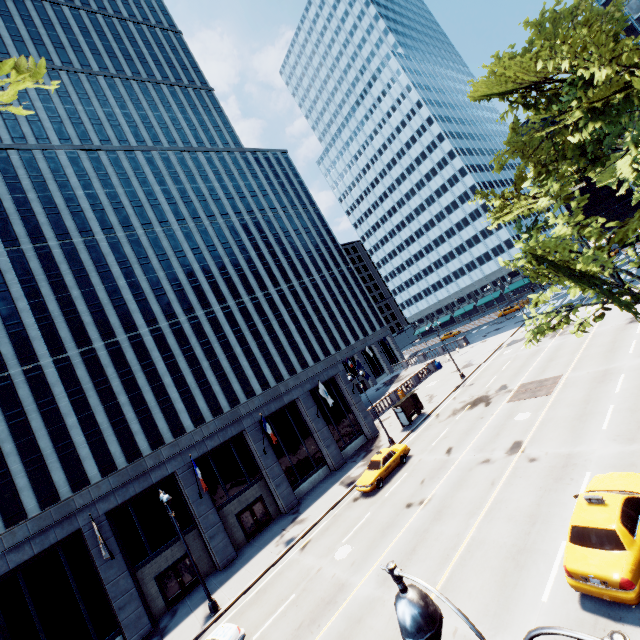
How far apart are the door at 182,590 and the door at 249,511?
3.5 meters

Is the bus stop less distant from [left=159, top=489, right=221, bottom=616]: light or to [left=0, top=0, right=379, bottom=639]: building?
[left=0, top=0, right=379, bottom=639]: building

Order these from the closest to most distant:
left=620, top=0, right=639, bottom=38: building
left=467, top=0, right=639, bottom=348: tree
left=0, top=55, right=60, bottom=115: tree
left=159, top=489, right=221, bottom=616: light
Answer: left=0, top=55, right=60, bottom=115: tree, left=467, top=0, right=639, bottom=348: tree, left=159, top=489, right=221, bottom=616: light, left=620, top=0, right=639, bottom=38: building

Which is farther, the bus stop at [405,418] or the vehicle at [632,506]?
the bus stop at [405,418]

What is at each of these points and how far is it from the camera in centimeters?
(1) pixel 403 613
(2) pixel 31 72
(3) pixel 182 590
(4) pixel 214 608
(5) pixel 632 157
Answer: (1) light, 307cm
(2) tree, 386cm
(3) door, 2222cm
(4) light, 1833cm
(5) tree, 1493cm

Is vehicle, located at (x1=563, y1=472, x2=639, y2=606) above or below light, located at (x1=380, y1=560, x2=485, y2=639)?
below

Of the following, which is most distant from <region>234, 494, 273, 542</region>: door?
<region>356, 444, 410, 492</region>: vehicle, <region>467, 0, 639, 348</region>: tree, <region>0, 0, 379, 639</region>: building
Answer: <region>467, 0, 639, 348</region>: tree

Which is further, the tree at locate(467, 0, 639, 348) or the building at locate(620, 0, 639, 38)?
the building at locate(620, 0, 639, 38)
